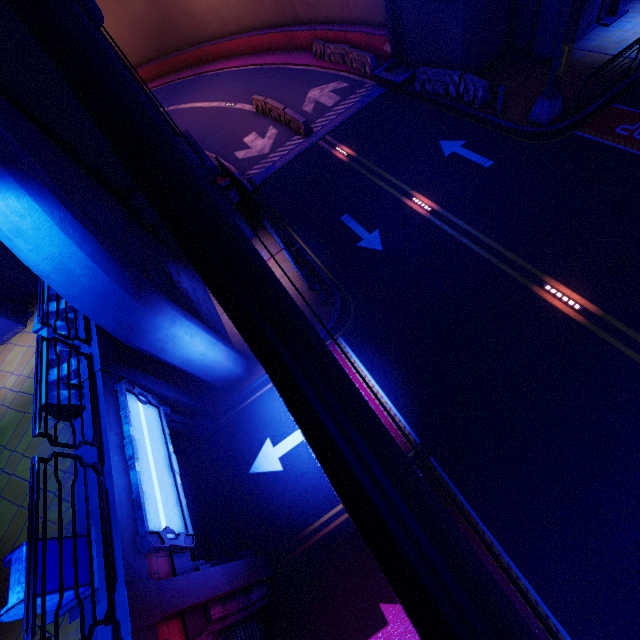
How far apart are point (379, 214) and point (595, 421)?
10.0 meters

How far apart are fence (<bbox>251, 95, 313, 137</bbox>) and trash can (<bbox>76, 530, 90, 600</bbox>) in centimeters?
2147cm

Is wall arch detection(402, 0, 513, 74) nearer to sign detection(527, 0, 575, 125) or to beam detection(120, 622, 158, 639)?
sign detection(527, 0, 575, 125)

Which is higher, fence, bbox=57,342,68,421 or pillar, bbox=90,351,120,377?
fence, bbox=57,342,68,421

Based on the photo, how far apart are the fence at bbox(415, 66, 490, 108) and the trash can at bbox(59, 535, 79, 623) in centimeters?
2017cm

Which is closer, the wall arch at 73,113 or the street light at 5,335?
the wall arch at 73,113

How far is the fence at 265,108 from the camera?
18.3m

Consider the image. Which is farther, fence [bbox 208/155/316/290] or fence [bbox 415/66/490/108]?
fence [bbox 415/66/490/108]
